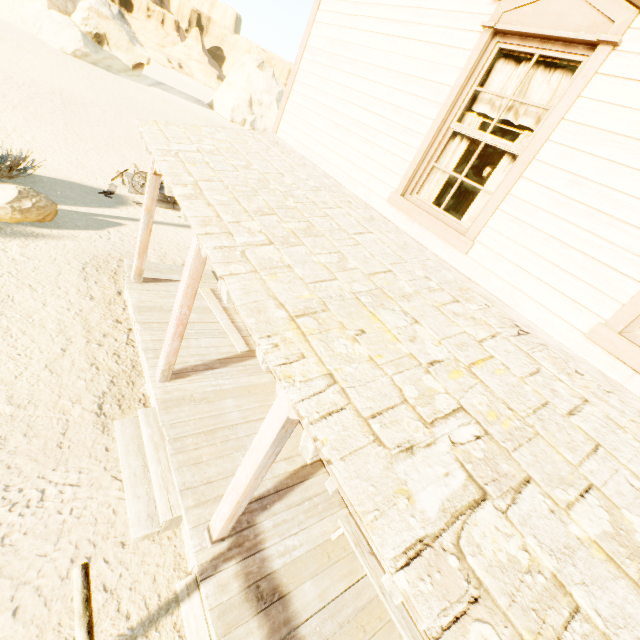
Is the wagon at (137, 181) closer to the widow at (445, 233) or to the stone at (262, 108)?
the widow at (445, 233)

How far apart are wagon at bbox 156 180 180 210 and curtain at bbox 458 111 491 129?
9.1 meters

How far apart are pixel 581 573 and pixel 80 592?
3.3m

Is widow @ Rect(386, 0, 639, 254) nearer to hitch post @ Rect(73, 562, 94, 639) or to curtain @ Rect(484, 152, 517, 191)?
curtain @ Rect(484, 152, 517, 191)

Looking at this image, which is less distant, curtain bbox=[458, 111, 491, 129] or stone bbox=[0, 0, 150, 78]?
curtain bbox=[458, 111, 491, 129]

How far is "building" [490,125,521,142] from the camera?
8.8m

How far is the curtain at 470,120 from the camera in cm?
342

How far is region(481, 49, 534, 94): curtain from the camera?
3.1m
